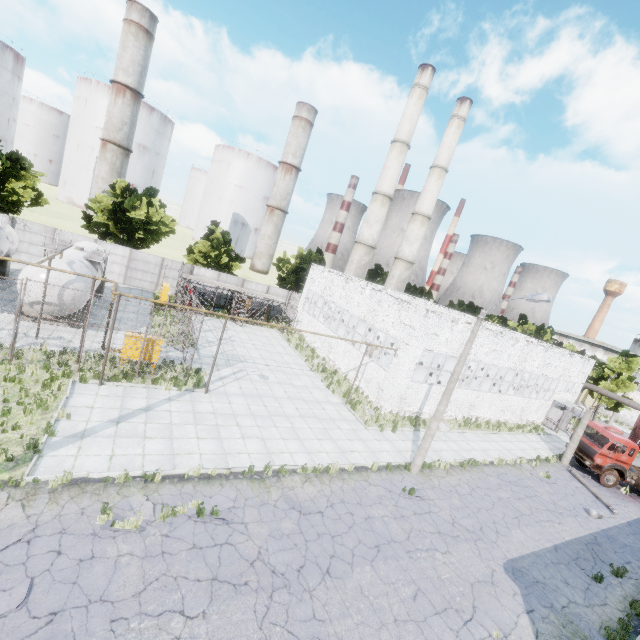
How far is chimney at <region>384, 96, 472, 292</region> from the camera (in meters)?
40.25

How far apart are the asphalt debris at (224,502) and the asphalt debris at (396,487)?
6.9 meters

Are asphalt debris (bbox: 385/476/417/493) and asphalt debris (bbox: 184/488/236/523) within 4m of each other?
no

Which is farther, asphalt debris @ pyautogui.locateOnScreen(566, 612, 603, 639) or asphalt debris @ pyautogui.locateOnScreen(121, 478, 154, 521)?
asphalt debris @ pyautogui.locateOnScreen(566, 612, 603, 639)

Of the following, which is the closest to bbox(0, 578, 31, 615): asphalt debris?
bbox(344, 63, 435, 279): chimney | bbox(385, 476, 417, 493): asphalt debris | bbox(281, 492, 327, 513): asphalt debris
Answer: bbox(281, 492, 327, 513): asphalt debris

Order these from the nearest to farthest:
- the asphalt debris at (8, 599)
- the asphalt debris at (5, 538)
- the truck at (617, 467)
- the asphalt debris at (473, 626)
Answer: the asphalt debris at (8, 599) → the asphalt debris at (5, 538) → the asphalt debris at (473, 626) → the truck at (617, 467)

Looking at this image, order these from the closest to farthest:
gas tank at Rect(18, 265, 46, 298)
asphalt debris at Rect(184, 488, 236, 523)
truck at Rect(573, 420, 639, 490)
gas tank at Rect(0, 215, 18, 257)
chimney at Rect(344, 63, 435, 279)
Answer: asphalt debris at Rect(184, 488, 236, 523) → gas tank at Rect(18, 265, 46, 298) → gas tank at Rect(0, 215, 18, 257) → truck at Rect(573, 420, 639, 490) → chimney at Rect(344, 63, 435, 279)

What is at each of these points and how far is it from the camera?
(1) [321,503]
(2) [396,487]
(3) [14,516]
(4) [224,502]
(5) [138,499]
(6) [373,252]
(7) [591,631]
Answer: (1) asphalt debris, 12.3m
(2) asphalt debris, 14.8m
(3) asphalt debris, 8.3m
(4) asphalt debris, 10.9m
(5) asphalt debris, 9.9m
(6) chimney, 40.5m
(7) asphalt debris, 10.7m
